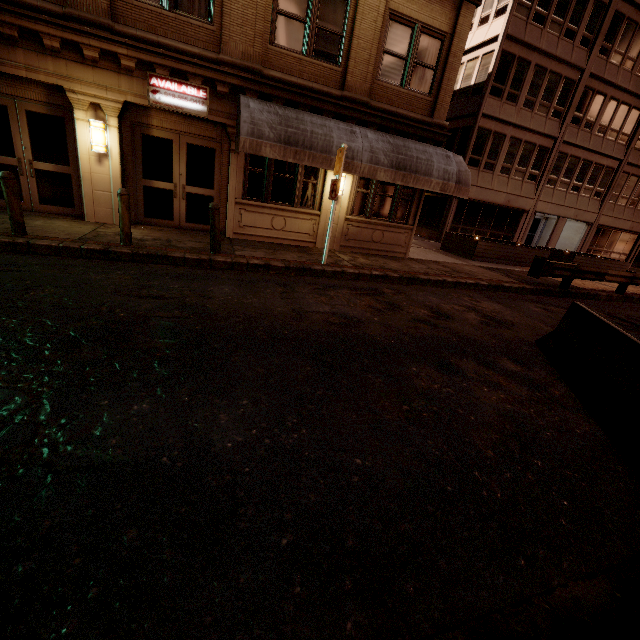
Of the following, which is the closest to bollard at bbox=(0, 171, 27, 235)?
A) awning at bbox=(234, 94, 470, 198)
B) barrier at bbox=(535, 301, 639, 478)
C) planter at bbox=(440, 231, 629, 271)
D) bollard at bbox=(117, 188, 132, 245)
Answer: bollard at bbox=(117, 188, 132, 245)

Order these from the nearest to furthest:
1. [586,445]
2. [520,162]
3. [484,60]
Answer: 1. [586,445]
2. [484,60]
3. [520,162]

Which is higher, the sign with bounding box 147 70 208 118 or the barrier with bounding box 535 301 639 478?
the sign with bounding box 147 70 208 118

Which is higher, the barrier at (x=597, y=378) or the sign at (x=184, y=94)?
the sign at (x=184, y=94)

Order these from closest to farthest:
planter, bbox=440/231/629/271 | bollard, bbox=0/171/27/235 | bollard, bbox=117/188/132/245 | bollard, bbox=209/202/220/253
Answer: bollard, bbox=0/171/27/235, bollard, bbox=117/188/132/245, bollard, bbox=209/202/220/253, planter, bbox=440/231/629/271

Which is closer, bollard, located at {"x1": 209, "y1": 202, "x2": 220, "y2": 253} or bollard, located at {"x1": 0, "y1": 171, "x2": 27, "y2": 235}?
bollard, located at {"x1": 0, "y1": 171, "x2": 27, "y2": 235}

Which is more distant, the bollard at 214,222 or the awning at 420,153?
the awning at 420,153

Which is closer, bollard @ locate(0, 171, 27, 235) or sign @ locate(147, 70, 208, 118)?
bollard @ locate(0, 171, 27, 235)
